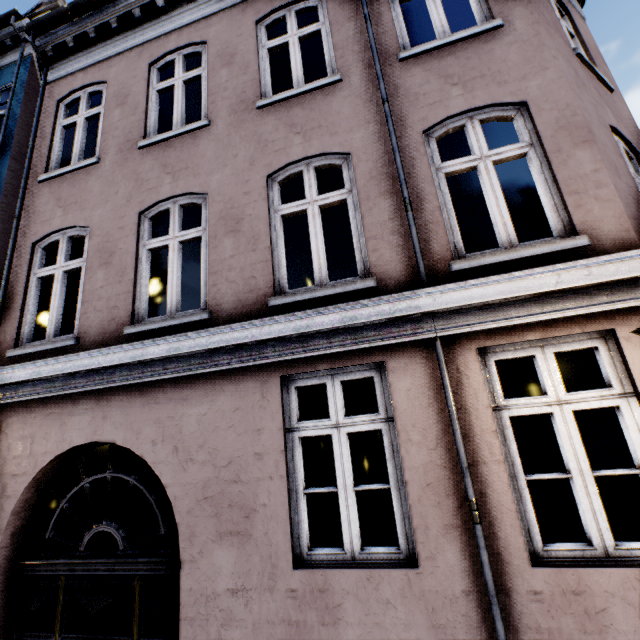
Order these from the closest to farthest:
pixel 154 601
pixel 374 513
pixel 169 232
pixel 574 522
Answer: pixel 154 601 < pixel 169 232 < pixel 574 522 < pixel 374 513
